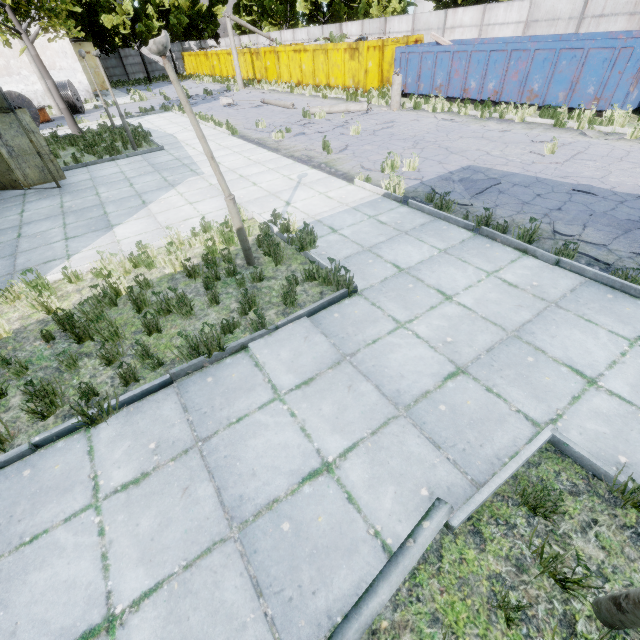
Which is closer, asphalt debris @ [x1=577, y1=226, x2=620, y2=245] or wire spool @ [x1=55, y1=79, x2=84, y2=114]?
asphalt debris @ [x1=577, y1=226, x2=620, y2=245]

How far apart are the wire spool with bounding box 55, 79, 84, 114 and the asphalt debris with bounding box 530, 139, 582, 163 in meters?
28.7

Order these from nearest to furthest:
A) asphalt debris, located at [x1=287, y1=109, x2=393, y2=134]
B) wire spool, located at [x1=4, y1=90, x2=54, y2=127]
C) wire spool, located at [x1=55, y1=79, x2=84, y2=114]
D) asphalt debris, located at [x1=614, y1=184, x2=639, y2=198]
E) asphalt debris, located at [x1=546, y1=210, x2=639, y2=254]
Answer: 1. asphalt debris, located at [x1=546, y1=210, x2=639, y2=254]
2. asphalt debris, located at [x1=614, y1=184, x2=639, y2=198]
3. asphalt debris, located at [x1=287, y1=109, x2=393, y2=134]
4. wire spool, located at [x1=4, y1=90, x2=54, y2=127]
5. wire spool, located at [x1=55, y1=79, x2=84, y2=114]

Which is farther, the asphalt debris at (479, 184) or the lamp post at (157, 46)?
the asphalt debris at (479, 184)

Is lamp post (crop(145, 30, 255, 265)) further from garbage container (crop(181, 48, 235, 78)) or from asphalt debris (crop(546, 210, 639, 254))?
garbage container (crop(181, 48, 235, 78))

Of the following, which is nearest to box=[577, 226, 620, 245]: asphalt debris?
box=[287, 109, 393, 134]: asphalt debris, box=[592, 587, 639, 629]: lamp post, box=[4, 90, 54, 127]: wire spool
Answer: box=[592, 587, 639, 629]: lamp post

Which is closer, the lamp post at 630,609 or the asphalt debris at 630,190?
the lamp post at 630,609

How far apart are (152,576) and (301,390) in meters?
2.1 m
